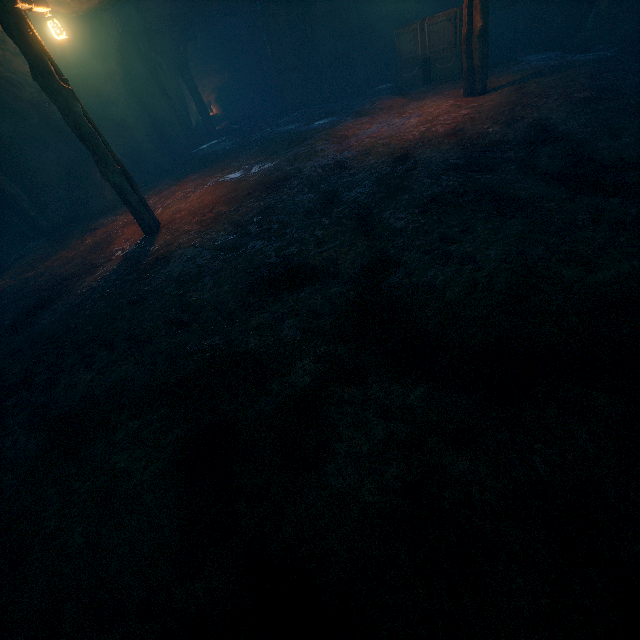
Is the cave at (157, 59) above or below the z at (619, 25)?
above

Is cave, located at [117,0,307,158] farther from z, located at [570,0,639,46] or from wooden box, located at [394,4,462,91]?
z, located at [570,0,639,46]

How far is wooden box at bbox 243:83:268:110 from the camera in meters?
21.0

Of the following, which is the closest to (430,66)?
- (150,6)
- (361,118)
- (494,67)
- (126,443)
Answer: (494,67)

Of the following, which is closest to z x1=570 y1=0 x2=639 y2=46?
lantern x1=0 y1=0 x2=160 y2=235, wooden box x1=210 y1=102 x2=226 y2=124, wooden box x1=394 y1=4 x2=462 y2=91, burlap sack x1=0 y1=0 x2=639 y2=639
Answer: burlap sack x1=0 y1=0 x2=639 y2=639

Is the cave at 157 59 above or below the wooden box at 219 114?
above

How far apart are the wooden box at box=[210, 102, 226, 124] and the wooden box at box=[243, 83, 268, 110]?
1.6 meters

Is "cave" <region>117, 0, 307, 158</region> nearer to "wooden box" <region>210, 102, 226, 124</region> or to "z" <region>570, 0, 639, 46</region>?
"wooden box" <region>210, 102, 226, 124</region>
